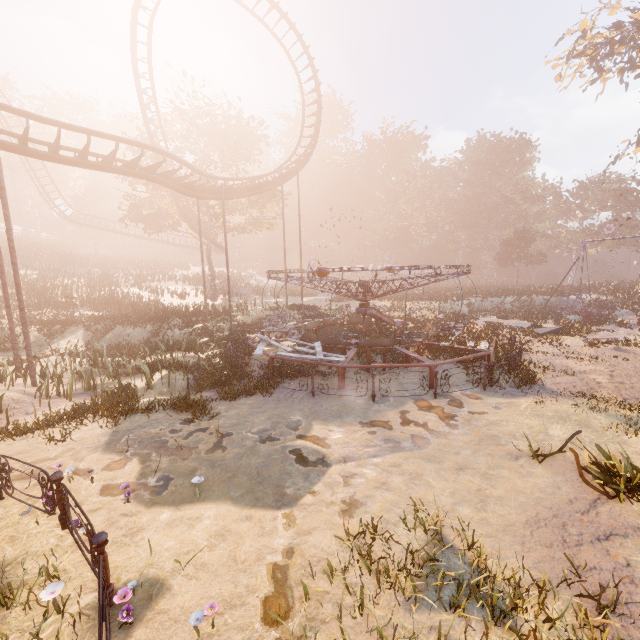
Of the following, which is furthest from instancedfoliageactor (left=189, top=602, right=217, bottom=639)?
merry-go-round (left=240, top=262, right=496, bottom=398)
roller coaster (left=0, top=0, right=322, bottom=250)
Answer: roller coaster (left=0, top=0, right=322, bottom=250)

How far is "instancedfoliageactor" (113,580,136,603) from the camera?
3.7m

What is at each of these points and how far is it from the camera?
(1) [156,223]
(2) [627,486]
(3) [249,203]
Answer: (1) tree, 32.1m
(2) instancedfoliageactor, 5.5m
(3) tree, 32.4m

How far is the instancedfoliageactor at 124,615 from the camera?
3.58m

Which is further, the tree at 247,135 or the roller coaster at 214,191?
the tree at 247,135

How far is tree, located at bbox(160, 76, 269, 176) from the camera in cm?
2784

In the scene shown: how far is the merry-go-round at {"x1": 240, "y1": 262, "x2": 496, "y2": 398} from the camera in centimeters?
1126cm
